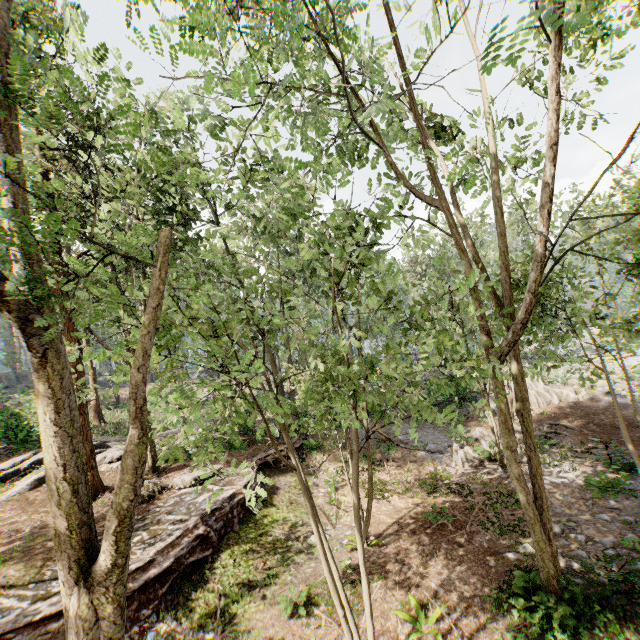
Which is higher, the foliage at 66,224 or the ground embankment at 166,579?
the foliage at 66,224

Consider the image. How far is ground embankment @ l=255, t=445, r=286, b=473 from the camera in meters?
16.9

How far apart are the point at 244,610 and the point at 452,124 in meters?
17.1 m

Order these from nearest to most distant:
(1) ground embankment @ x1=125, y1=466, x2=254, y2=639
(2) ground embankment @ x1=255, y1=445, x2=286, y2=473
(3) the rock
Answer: (1) ground embankment @ x1=125, y1=466, x2=254, y2=639 < (2) ground embankment @ x1=255, y1=445, x2=286, y2=473 < (3) the rock

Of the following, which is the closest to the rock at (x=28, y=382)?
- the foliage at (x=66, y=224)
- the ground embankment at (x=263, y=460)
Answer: the foliage at (x=66, y=224)

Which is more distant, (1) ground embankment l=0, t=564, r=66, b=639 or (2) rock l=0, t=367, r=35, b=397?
(2) rock l=0, t=367, r=35, b=397

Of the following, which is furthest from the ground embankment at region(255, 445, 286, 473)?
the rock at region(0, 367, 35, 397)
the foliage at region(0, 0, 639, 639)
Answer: the rock at region(0, 367, 35, 397)
